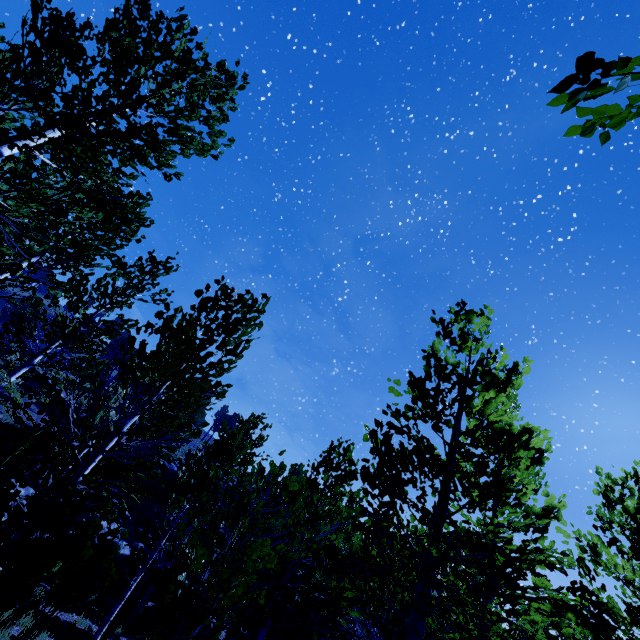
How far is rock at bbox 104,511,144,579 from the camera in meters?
17.2

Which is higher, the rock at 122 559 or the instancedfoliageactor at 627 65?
the instancedfoliageactor at 627 65

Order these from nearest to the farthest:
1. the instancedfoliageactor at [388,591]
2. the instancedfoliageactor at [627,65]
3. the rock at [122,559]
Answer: the instancedfoliageactor at [627,65] < the instancedfoliageactor at [388,591] < the rock at [122,559]

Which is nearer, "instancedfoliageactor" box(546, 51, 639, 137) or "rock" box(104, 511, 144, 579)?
"instancedfoliageactor" box(546, 51, 639, 137)

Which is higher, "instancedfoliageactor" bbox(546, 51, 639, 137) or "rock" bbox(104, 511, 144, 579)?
"instancedfoliageactor" bbox(546, 51, 639, 137)

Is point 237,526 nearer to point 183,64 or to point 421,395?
point 421,395

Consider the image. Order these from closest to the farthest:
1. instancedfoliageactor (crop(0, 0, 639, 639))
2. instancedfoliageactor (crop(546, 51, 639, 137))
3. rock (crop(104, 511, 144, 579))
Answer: instancedfoliageactor (crop(546, 51, 639, 137))
instancedfoliageactor (crop(0, 0, 639, 639))
rock (crop(104, 511, 144, 579))
